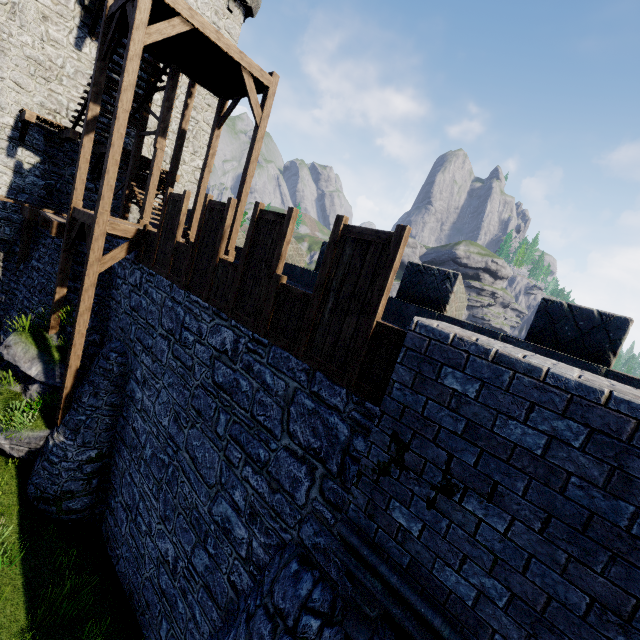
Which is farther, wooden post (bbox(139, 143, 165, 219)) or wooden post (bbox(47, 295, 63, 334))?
wooden post (bbox(139, 143, 165, 219))

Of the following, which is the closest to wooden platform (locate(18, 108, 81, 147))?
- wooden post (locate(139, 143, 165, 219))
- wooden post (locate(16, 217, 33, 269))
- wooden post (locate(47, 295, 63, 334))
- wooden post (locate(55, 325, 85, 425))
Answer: wooden post (locate(16, 217, 33, 269))

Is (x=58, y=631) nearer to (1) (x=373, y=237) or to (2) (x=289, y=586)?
(2) (x=289, y=586)

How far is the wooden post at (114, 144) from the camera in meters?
8.0

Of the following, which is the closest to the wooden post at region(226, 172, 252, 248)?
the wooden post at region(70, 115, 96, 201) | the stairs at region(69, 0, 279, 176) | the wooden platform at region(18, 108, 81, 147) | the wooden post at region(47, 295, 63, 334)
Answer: the stairs at region(69, 0, 279, 176)

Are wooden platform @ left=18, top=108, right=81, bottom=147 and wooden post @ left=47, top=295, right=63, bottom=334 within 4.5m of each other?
no

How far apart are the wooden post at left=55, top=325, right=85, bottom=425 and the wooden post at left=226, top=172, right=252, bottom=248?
4.8m

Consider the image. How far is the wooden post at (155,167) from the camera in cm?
1142
